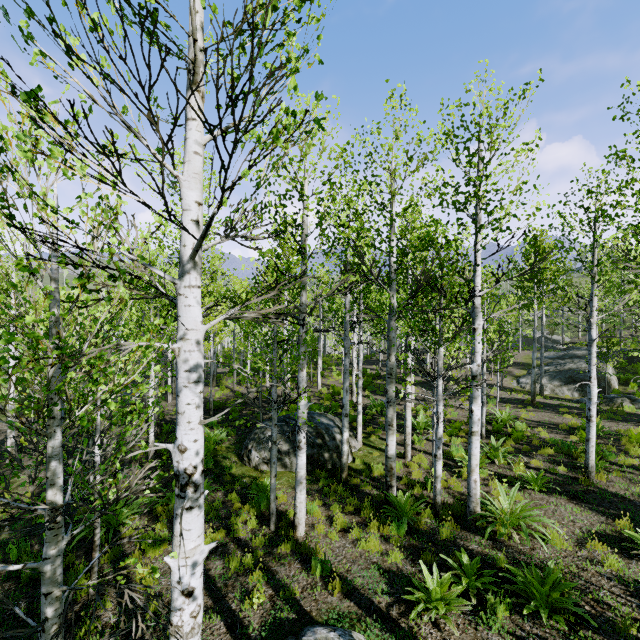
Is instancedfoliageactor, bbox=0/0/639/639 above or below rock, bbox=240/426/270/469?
above

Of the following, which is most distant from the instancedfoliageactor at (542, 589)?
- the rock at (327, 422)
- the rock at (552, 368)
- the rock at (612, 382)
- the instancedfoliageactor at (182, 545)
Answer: the rock at (552, 368)

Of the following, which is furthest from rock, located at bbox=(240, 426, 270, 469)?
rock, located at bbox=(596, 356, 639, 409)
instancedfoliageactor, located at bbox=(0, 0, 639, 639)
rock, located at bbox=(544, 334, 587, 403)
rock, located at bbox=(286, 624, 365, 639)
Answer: rock, located at bbox=(544, 334, 587, 403)

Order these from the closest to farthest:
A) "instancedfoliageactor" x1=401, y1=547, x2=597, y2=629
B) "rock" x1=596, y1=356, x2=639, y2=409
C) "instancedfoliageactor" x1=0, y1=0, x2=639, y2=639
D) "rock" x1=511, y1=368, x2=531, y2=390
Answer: "instancedfoliageactor" x1=0, y1=0, x2=639, y2=639 → "instancedfoliageactor" x1=401, y1=547, x2=597, y2=629 → "rock" x1=596, y1=356, x2=639, y2=409 → "rock" x1=511, y1=368, x2=531, y2=390

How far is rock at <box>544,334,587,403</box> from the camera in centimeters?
2203cm

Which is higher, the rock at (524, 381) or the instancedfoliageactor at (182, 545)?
the instancedfoliageactor at (182, 545)

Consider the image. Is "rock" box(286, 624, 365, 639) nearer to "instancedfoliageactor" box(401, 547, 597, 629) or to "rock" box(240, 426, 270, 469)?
"instancedfoliageactor" box(401, 547, 597, 629)

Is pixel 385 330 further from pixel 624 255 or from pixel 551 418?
pixel 624 255
